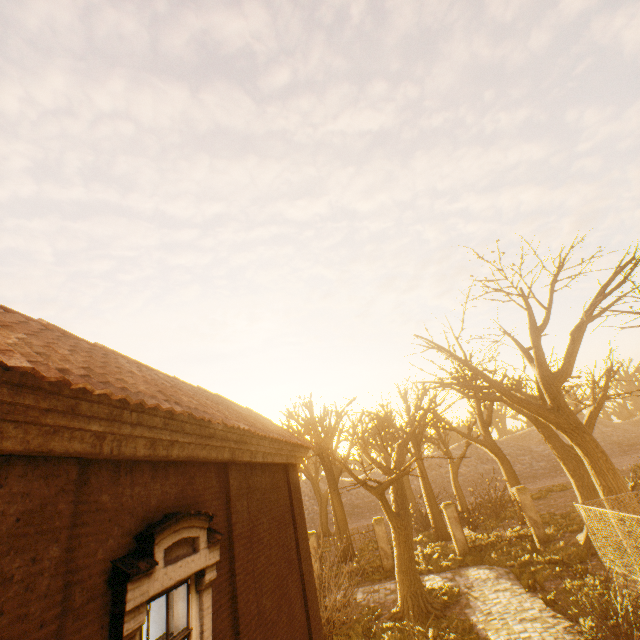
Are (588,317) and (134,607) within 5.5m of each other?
no

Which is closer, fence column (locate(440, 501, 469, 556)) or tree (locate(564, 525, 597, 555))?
tree (locate(564, 525, 597, 555))

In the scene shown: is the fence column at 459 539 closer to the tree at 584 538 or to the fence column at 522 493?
the fence column at 522 493

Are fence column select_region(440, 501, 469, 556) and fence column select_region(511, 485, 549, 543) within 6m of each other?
yes

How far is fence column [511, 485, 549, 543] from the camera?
16.49m

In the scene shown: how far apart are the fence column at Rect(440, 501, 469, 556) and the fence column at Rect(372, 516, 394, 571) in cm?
325

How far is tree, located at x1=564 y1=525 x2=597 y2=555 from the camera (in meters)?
13.76

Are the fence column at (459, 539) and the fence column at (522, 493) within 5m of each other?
yes
